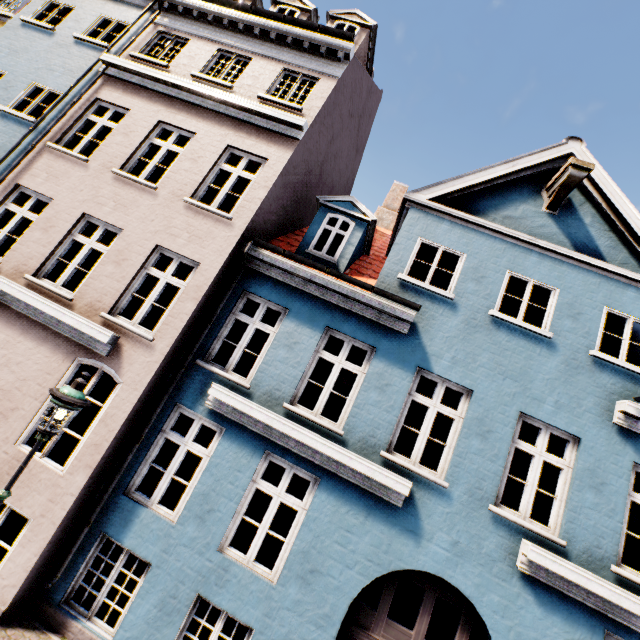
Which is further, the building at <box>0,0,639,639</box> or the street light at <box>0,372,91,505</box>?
the building at <box>0,0,639,639</box>

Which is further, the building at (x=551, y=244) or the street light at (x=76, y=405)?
the building at (x=551, y=244)

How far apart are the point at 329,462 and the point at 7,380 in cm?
622
